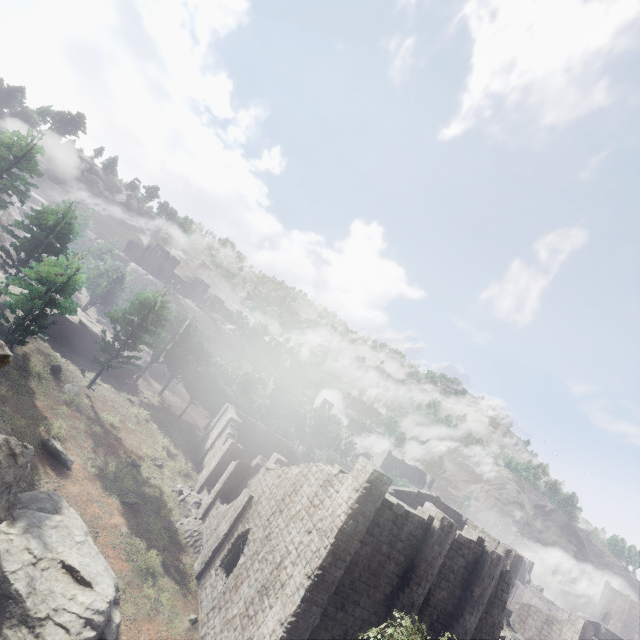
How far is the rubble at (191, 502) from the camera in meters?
23.1

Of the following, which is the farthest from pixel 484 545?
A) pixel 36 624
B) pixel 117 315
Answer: pixel 117 315

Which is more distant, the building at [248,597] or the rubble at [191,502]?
the rubble at [191,502]

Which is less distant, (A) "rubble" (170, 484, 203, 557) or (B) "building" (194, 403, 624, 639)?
(B) "building" (194, 403, 624, 639)

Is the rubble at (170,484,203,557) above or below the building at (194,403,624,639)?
below

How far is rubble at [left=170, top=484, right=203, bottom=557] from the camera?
23.1m
